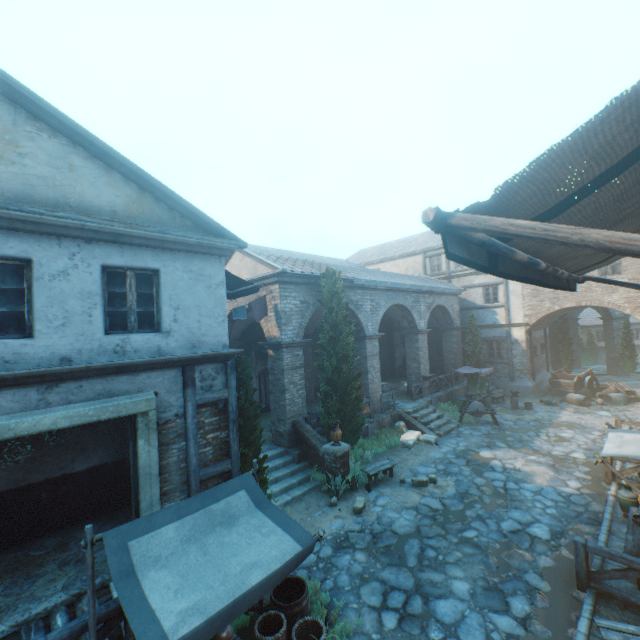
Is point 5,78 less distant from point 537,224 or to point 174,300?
point 174,300

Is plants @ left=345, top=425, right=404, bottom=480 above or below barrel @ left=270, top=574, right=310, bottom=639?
below

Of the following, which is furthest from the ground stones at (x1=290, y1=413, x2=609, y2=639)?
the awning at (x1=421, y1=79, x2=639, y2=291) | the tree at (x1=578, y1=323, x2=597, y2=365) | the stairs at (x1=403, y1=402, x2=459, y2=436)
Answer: the tree at (x1=578, y1=323, x2=597, y2=365)

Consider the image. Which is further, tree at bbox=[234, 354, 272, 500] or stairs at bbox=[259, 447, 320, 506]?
stairs at bbox=[259, 447, 320, 506]

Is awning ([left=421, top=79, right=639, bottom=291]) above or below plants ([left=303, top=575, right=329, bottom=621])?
above

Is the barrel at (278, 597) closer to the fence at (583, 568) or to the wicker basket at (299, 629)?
the wicker basket at (299, 629)

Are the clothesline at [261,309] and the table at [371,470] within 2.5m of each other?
no

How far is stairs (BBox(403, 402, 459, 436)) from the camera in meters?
15.3
